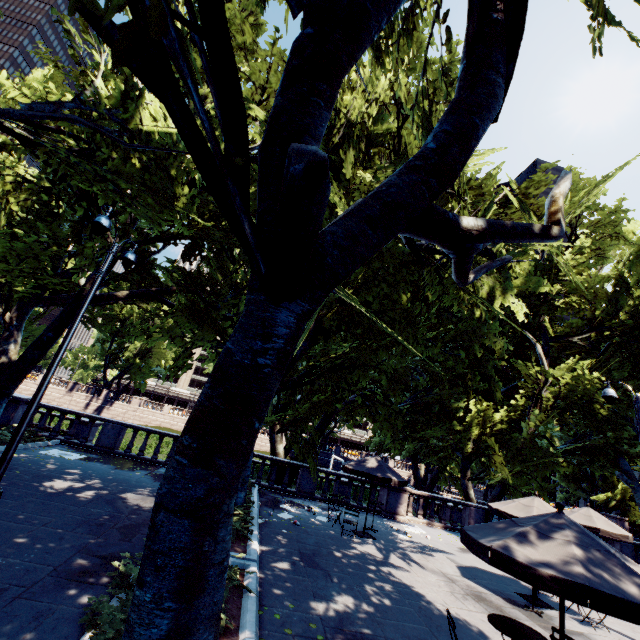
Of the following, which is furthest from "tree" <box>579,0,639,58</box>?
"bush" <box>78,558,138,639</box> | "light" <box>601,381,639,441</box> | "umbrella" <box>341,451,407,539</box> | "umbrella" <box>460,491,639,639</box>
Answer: "light" <box>601,381,639,441</box>

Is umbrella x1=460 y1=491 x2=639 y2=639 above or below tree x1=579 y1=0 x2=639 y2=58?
below

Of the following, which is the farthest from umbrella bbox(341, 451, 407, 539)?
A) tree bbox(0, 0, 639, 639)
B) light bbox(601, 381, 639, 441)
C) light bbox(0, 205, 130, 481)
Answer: light bbox(0, 205, 130, 481)

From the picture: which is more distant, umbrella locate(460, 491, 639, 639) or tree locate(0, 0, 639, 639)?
umbrella locate(460, 491, 639, 639)

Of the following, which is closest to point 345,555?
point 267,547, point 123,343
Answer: point 267,547

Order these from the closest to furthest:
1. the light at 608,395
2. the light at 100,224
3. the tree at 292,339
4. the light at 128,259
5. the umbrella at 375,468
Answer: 1. the tree at 292,339
2. the light at 100,224
3. the light at 128,259
4. the light at 608,395
5. the umbrella at 375,468

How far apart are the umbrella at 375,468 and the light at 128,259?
10.21m
